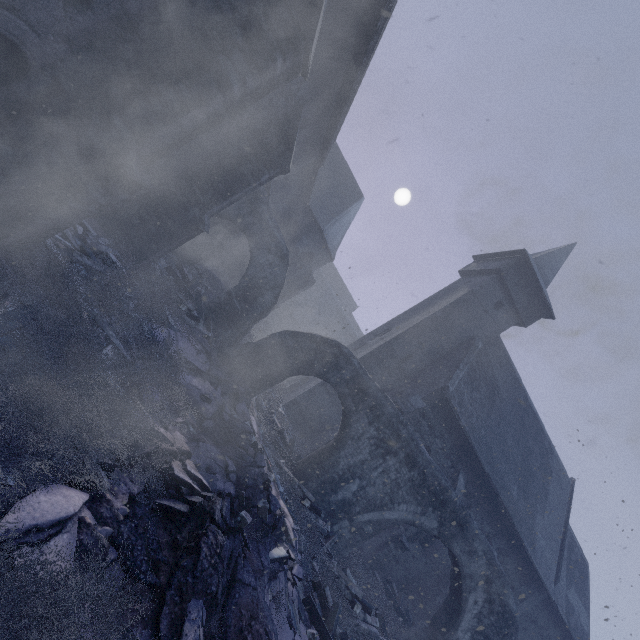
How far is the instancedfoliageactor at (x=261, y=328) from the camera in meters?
17.1

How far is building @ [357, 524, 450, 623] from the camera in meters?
13.9

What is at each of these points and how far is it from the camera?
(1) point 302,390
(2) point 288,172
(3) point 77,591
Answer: (1) building, 16.86m
(2) building, 8.96m
(3) instancedfoliageactor, 2.63m

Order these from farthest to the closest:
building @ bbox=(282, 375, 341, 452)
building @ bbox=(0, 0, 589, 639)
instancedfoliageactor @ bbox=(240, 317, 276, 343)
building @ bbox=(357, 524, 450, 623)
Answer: instancedfoliageactor @ bbox=(240, 317, 276, 343) < building @ bbox=(282, 375, 341, 452) < building @ bbox=(357, 524, 450, 623) < building @ bbox=(0, 0, 589, 639)

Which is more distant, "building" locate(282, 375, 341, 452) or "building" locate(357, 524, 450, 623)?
"building" locate(282, 375, 341, 452)

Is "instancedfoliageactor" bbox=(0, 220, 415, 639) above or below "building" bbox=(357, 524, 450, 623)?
below

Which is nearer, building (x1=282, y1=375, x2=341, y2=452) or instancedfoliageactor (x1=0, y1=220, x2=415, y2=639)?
instancedfoliageactor (x1=0, y1=220, x2=415, y2=639)

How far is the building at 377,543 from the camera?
13.85m
